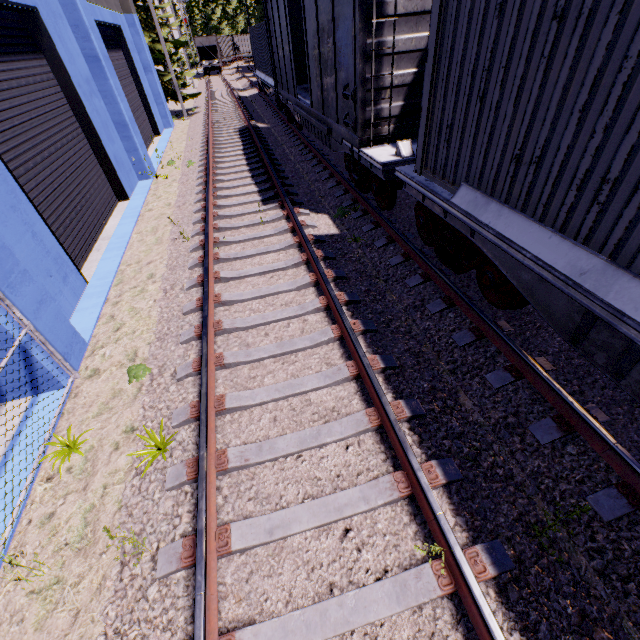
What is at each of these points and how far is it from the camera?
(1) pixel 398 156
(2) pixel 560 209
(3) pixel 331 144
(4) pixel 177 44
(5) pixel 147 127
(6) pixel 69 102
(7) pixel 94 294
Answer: (1) flatcar, 6.48m
(2) cargo container, 3.27m
(3) flatcar, 9.56m
(4) tree, 20.33m
(5) roll-up door, 16.64m
(6) roll-up door, 8.66m
(7) building, 6.54m

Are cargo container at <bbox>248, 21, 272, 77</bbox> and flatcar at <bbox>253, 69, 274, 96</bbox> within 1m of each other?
yes

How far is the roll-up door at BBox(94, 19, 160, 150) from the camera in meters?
13.6

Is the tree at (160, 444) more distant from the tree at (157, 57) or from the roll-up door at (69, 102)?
the tree at (157, 57)

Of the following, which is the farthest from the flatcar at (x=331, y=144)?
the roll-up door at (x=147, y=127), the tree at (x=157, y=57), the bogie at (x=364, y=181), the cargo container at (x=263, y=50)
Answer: the tree at (x=157, y=57)

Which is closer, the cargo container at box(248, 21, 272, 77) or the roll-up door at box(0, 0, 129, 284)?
the roll-up door at box(0, 0, 129, 284)

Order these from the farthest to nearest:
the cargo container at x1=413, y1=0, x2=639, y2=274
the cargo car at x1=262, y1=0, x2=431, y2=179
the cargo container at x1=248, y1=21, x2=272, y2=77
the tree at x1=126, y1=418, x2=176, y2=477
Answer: the cargo container at x1=248, y1=21, x2=272, y2=77, the cargo car at x1=262, y1=0, x2=431, y2=179, the tree at x1=126, y1=418, x2=176, y2=477, the cargo container at x1=413, y1=0, x2=639, y2=274

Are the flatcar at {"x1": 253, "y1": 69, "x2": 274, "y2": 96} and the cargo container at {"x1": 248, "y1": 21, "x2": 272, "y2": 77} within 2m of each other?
yes
